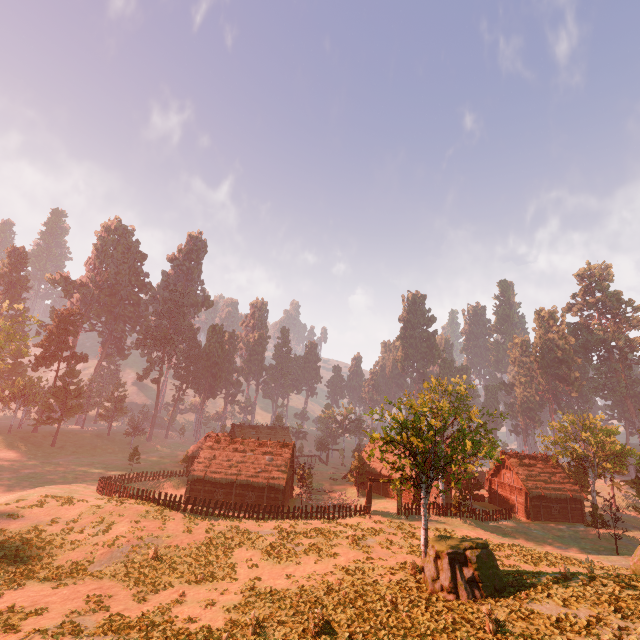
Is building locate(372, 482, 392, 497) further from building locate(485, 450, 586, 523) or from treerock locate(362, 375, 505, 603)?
building locate(485, 450, 586, 523)

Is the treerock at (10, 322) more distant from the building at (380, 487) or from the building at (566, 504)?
the building at (566, 504)

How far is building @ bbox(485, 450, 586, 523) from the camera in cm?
4234

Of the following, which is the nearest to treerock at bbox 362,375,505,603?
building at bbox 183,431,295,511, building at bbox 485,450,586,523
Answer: building at bbox 183,431,295,511

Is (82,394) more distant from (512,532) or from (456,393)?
(512,532)

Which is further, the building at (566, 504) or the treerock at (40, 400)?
the treerock at (40, 400)
